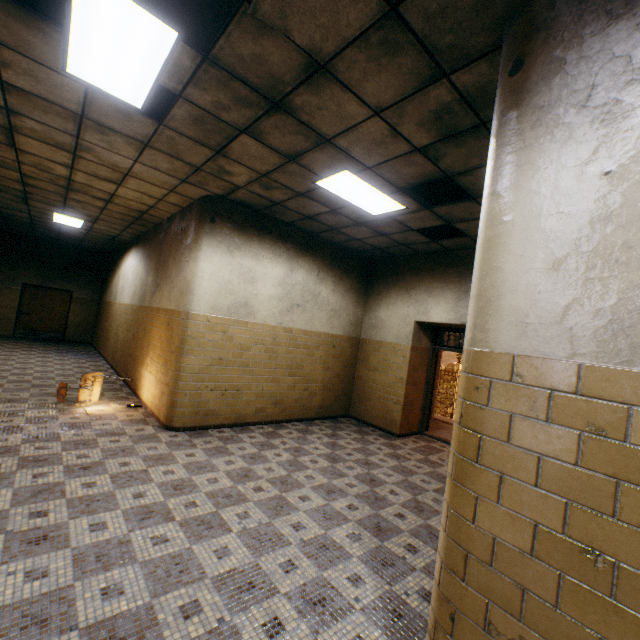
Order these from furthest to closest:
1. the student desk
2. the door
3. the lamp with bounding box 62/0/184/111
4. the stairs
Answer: the door, the stairs, the student desk, the lamp with bounding box 62/0/184/111

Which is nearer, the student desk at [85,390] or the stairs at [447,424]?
the student desk at [85,390]

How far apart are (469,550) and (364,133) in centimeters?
345cm

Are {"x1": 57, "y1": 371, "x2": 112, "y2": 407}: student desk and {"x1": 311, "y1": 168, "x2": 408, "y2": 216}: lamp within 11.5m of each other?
yes

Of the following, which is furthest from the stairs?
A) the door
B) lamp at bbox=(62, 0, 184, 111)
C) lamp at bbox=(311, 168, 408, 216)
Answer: the door

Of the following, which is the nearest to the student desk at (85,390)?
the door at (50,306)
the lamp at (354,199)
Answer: the lamp at (354,199)

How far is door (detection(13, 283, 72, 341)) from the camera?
12.8m

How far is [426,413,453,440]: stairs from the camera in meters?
7.6 m
